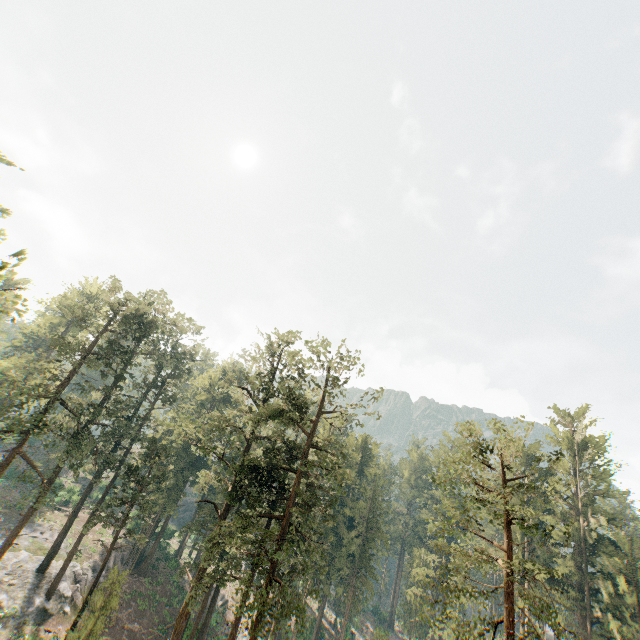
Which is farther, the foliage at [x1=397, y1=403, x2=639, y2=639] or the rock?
the rock

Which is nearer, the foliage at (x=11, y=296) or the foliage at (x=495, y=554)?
the foliage at (x=11, y=296)

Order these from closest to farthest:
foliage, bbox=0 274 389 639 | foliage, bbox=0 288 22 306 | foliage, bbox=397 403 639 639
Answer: foliage, bbox=0 288 22 306 → foliage, bbox=397 403 639 639 → foliage, bbox=0 274 389 639

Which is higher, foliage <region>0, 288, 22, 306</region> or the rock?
foliage <region>0, 288, 22, 306</region>

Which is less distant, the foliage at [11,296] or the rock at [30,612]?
A: the foliage at [11,296]

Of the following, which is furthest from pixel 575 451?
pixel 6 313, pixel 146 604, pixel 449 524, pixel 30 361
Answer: pixel 30 361
